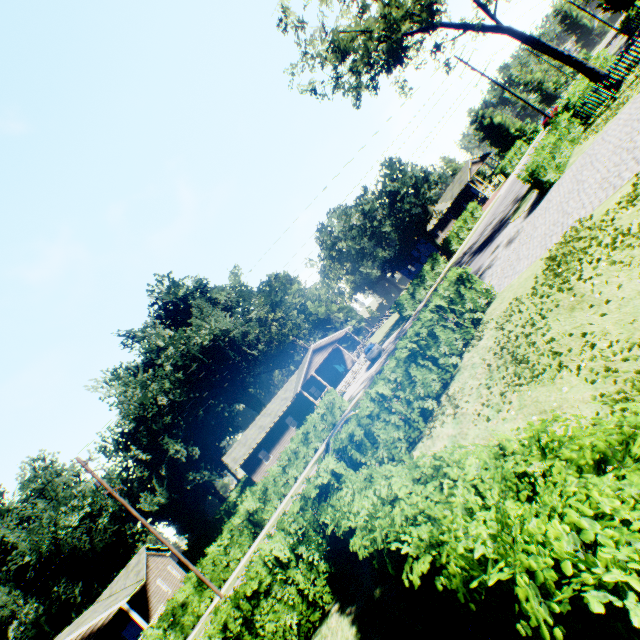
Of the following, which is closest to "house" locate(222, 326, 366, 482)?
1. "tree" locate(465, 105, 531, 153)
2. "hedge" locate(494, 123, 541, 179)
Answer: "hedge" locate(494, 123, 541, 179)

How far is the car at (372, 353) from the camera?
32.31m

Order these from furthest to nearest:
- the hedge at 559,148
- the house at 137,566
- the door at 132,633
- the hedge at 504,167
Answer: the hedge at 504,167, the door at 132,633, the house at 137,566, the hedge at 559,148

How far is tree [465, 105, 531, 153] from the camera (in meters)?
53.59

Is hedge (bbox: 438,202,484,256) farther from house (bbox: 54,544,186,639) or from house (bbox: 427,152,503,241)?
house (bbox: 54,544,186,639)

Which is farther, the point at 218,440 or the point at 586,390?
the point at 218,440

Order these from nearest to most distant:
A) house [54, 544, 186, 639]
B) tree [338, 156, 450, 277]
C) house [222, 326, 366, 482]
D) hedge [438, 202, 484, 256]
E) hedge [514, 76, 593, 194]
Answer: hedge [514, 76, 593, 194]
house [54, 544, 186, 639]
tree [338, 156, 450, 277]
house [222, 326, 366, 482]
hedge [438, 202, 484, 256]

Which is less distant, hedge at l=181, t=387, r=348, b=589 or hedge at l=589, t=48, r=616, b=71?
hedge at l=181, t=387, r=348, b=589
